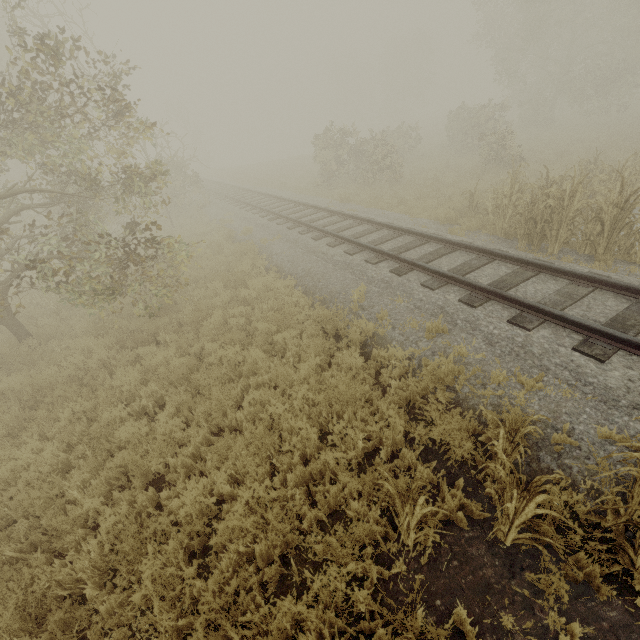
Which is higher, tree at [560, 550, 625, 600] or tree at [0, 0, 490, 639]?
A: tree at [0, 0, 490, 639]

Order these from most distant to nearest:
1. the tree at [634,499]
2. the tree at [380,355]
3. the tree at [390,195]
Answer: the tree at [390,195], the tree at [380,355], the tree at [634,499]

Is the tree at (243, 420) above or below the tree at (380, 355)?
below

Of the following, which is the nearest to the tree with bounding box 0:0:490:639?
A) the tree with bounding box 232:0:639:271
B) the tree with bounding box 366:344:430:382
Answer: the tree with bounding box 366:344:430:382

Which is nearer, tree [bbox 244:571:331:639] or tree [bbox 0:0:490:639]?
tree [bbox 244:571:331:639]

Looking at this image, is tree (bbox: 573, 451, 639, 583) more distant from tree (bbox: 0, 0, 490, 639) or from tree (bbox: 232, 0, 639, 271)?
tree (bbox: 232, 0, 639, 271)

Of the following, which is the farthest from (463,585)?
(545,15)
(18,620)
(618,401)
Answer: (545,15)
